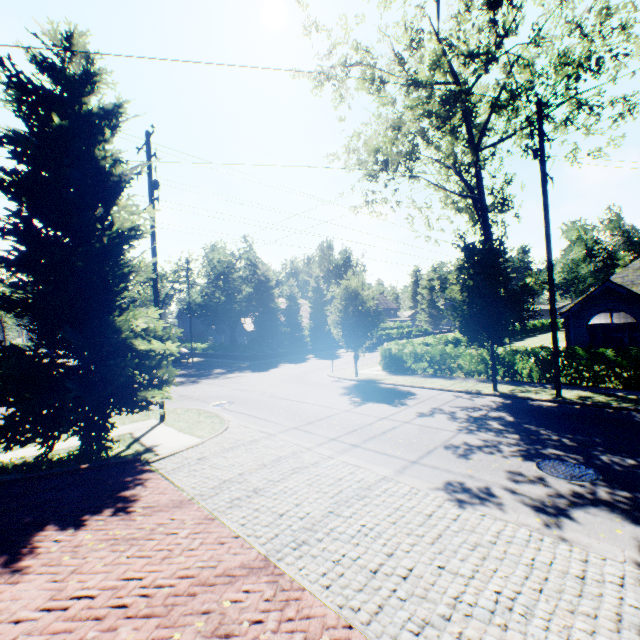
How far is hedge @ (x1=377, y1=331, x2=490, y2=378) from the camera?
17.7m

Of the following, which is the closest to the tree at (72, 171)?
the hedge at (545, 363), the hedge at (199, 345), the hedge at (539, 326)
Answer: the hedge at (539, 326)

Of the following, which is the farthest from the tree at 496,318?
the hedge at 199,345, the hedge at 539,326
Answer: the hedge at 199,345

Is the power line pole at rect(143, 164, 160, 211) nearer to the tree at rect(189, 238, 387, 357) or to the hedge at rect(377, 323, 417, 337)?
the tree at rect(189, 238, 387, 357)

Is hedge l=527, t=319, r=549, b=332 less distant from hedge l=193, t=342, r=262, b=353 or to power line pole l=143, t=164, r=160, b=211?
hedge l=193, t=342, r=262, b=353

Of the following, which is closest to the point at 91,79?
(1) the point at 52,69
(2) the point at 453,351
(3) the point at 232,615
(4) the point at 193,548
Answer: (1) the point at 52,69

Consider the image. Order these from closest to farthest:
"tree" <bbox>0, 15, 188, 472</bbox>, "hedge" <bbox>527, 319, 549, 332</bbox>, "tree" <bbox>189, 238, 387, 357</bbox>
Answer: "tree" <bbox>0, 15, 188, 472</bbox>, "tree" <bbox>189, 238, 387, 357</bbox>, "hedge" <bbox>527, 319, 549, 332</bbox>

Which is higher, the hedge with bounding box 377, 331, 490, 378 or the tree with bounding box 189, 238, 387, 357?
the tree with bounding box 189, 238, 387, 357
